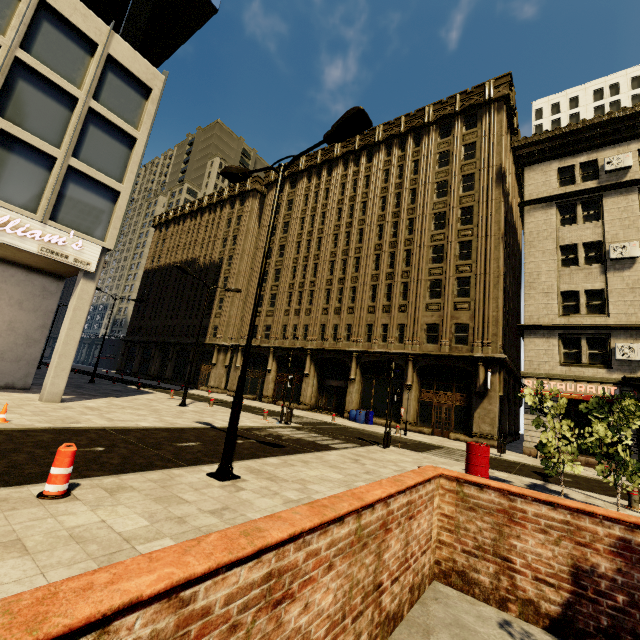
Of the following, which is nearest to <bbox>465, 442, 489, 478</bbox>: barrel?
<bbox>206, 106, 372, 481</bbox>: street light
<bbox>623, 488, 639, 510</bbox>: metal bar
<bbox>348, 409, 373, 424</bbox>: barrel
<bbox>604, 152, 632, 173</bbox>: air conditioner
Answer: <bbox>623, 488, 639, 510</bbox>: metal bar

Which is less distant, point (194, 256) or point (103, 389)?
point (103, 389)

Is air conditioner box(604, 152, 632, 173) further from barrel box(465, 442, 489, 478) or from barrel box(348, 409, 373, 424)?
barrel box(348, 409, 373, 424)

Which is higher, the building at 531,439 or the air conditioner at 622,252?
the air conditioner at 622,252

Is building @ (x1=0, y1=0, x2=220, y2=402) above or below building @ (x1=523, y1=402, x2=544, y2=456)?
above

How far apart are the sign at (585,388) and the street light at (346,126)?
19.1m

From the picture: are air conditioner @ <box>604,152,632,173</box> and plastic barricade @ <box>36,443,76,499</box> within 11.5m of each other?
no

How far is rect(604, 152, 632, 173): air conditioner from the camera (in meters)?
19.70
